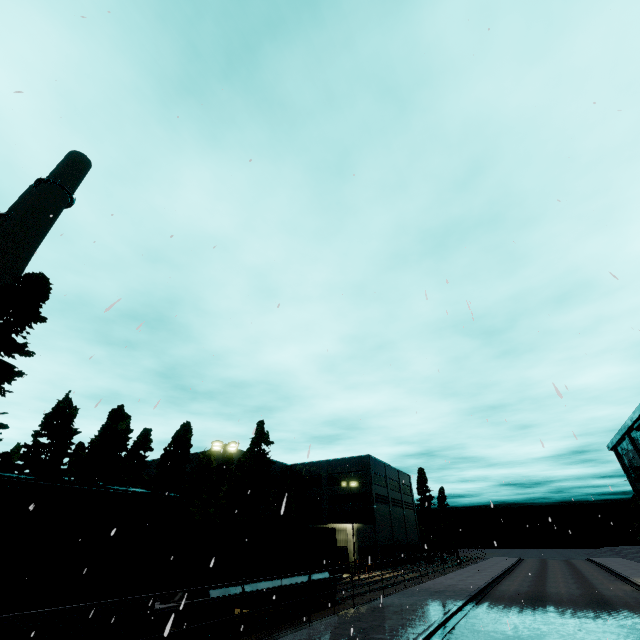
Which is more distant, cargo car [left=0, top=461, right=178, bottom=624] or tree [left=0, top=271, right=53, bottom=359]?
tree [left=0, top=271, right=53, bottom=359]

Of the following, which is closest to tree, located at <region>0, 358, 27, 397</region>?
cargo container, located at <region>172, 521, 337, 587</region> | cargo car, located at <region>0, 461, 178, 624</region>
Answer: cargo car, located at <region>0, 461, 178, 624</region>

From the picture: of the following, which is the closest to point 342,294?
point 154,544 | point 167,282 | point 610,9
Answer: point 167,282

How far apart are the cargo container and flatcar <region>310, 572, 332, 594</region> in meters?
0.0

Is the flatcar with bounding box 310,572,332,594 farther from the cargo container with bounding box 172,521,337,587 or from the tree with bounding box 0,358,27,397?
the tree with bounding box 0,358,27,397

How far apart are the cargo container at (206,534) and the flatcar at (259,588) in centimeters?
2cm

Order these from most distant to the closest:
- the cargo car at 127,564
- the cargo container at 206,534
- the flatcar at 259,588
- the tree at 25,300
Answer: the tree at 25,300 → the flatcar at 259,588 → the cargo container at 206,534 → the cargo car at 127,564
